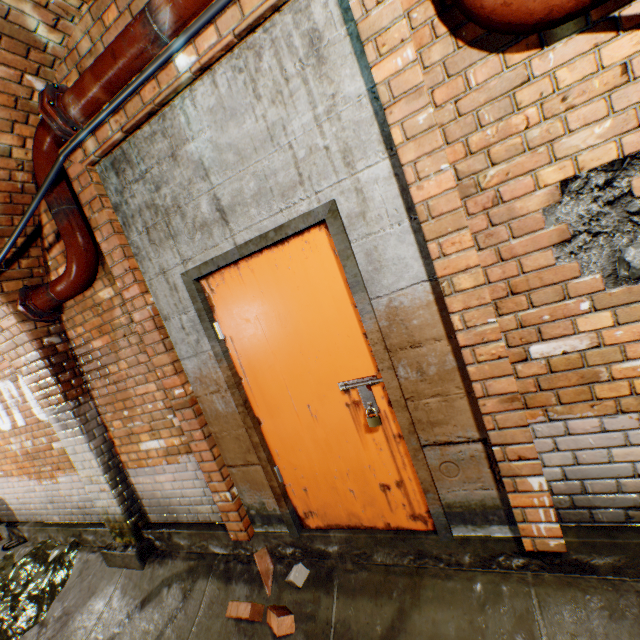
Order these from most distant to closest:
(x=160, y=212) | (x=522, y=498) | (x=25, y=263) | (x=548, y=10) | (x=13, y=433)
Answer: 1. (x=13, y=433)
2. (x=25, y=263)
3. (x=160, y=212)
4. (x=522, y=498)
5. (x=548, y=10)

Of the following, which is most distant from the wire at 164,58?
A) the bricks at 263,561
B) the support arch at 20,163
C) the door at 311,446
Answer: the bricks at 263,561

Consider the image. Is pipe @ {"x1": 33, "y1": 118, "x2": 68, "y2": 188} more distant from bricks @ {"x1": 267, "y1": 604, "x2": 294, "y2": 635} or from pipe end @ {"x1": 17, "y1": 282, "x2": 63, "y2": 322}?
bricks @ {"x1": 267, "y1": 604, "x2": 294, "y2": 635}

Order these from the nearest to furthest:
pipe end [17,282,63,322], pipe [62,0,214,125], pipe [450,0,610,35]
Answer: pipe [450,0,610,35]
pipe [62,0,214,125]
pipe end [17,282,63,322]

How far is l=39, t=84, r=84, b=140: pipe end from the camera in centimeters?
215cm

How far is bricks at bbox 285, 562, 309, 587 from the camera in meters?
2.4 m

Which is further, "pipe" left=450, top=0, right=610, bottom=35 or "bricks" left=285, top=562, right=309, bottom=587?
"bricks" left=285, top=562, right=309, bottom=587

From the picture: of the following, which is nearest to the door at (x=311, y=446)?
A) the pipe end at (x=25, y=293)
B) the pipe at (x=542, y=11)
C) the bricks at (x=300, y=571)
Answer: the bricks at (x=300, y=571)
